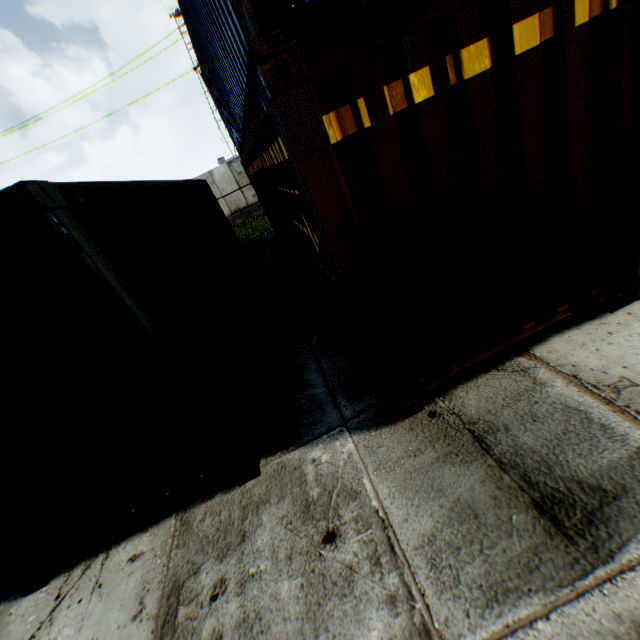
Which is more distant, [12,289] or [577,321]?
[577,321]
